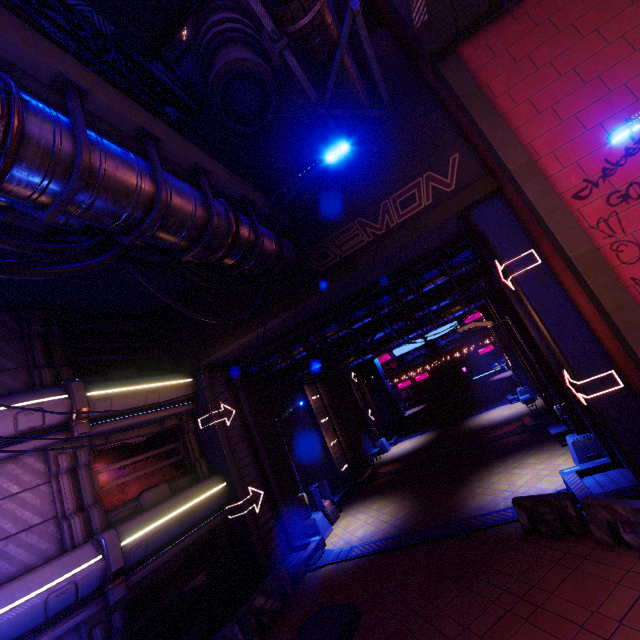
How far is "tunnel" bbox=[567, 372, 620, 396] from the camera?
8.5m

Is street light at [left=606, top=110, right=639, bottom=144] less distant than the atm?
Yes

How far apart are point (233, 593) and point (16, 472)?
8.8 meters

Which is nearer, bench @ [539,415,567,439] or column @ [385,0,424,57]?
column @ [385,0,424,57]

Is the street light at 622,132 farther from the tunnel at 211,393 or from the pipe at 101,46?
the pipe at 101,46

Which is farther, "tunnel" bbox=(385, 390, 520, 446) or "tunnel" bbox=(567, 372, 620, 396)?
"tunnel" bbox=(385, 390, 520, 446)

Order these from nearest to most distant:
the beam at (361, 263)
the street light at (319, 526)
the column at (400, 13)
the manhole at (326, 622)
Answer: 1. the manhole at (326, 622)
2. the column at (400, 13)
3. the beam at (361, 263)
4. the street light at (319, 526)

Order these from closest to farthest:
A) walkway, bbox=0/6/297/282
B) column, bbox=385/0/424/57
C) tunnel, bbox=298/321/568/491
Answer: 1. walkway, bbox=0/6/297/282
2. column, bbox=385/0/424/57
3. tunnel, bbox=298/321/568/491
